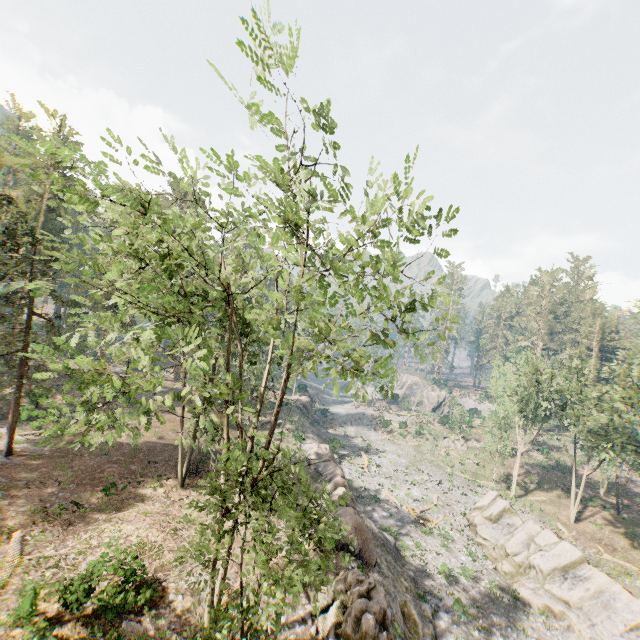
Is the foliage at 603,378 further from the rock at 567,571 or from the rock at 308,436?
the rock at 308,436

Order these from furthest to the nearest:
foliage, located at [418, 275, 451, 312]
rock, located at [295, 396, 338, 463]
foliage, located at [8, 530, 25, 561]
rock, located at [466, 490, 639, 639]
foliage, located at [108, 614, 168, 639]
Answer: rock, located at [295, 396, 338, 463] → rock, located at [466, 490, 639, 639] → foliage, located at [8, 530, 25, 561] → foliage, located at [108, 614, 168, 639] → foliage, located at [418, 275, 451, 312]

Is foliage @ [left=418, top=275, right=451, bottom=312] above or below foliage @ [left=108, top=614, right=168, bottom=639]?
above

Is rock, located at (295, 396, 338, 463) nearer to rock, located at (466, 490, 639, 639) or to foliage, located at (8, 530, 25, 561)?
rock, located at (466, 490, 639, 639)

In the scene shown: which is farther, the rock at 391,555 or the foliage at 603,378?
the foliage at 603,378

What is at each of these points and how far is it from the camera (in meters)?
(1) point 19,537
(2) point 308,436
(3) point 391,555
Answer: (1) foliage, 16.30
(2) rock, 43.38
(3) rock, 24.34
